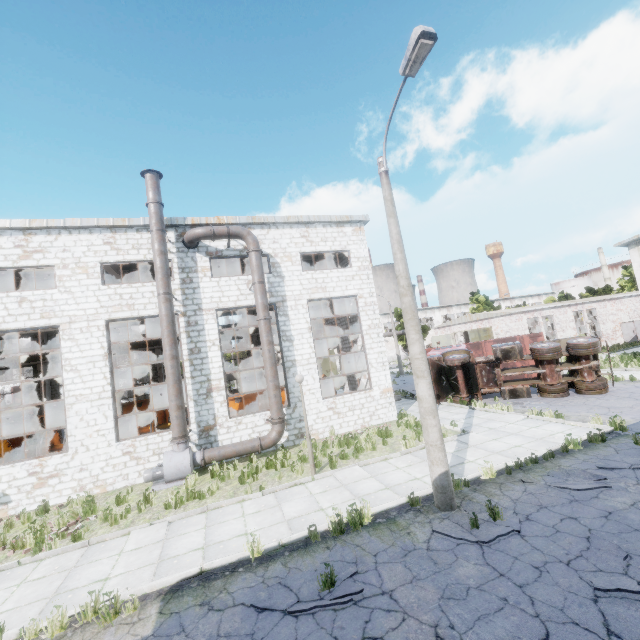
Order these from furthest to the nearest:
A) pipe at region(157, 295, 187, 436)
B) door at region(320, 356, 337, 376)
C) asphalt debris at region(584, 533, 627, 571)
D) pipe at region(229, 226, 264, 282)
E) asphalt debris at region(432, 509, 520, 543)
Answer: door at region(320, 356, 337, 376) → pipe at region(229, 226, 264, 282) → pipe at region(157, 295, 187, 436) → asphalt debris at region(432, 509, 520, 543) → asphalt debris at region(584, 533, 627, 571)

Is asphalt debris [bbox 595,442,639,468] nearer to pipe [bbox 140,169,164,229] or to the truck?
the truck

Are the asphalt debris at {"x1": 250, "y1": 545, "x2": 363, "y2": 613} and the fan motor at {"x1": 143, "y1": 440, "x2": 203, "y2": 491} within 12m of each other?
yes

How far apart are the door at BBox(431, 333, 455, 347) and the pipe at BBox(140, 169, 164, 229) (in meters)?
31.55

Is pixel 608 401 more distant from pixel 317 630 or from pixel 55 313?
pixel 55 313

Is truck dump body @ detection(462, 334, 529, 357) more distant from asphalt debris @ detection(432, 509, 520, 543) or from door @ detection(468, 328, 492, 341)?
asphalt debris @ detection(432, 509, 520, 543)

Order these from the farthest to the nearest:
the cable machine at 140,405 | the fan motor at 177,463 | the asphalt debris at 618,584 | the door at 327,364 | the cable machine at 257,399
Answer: the door at 327,364, the cable machine at 140,405, the cable machine at 257,399, the fan motor at 177,463, the asphalt debris at 618,584

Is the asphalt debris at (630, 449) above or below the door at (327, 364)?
below
